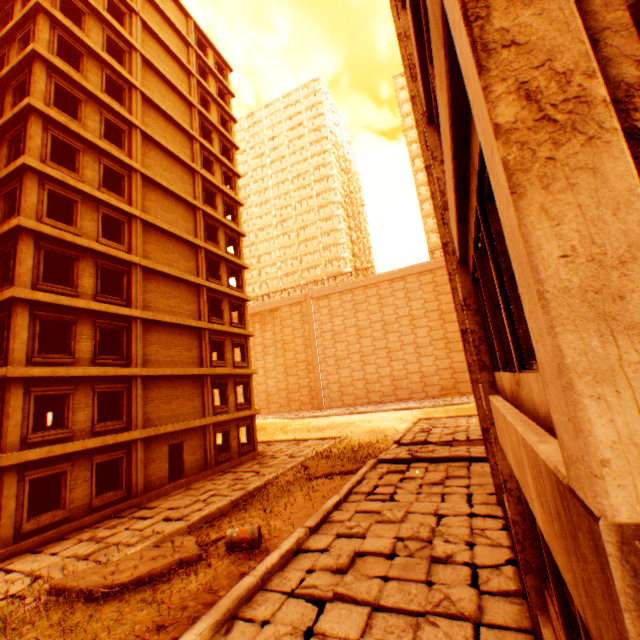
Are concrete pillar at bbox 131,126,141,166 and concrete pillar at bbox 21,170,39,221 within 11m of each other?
yes

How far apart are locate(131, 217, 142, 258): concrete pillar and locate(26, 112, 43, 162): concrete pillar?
4.4m

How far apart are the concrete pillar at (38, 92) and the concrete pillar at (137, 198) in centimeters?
440cm

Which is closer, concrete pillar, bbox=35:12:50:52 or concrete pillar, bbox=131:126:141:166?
concrete pillar, bbox=35:12:50:52

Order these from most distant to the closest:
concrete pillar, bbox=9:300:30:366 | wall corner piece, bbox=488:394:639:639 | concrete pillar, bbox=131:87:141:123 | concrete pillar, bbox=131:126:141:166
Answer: concrete pillar, bbox=131:87:141:123 → concrete pillar, bbox=131:126:141:166 → concrete pillar, bbox=9:300:30:366 → wall corner piece, bbox=488:394:639:639

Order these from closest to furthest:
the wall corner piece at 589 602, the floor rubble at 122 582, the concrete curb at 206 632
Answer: the wall corner piece at 589 602, the concrete curb at 206 632, the floor rubble at 122 582

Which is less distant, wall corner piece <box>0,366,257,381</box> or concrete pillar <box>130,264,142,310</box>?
wall corner piece <box>0,366,257,381</box>

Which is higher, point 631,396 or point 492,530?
point 631,396
